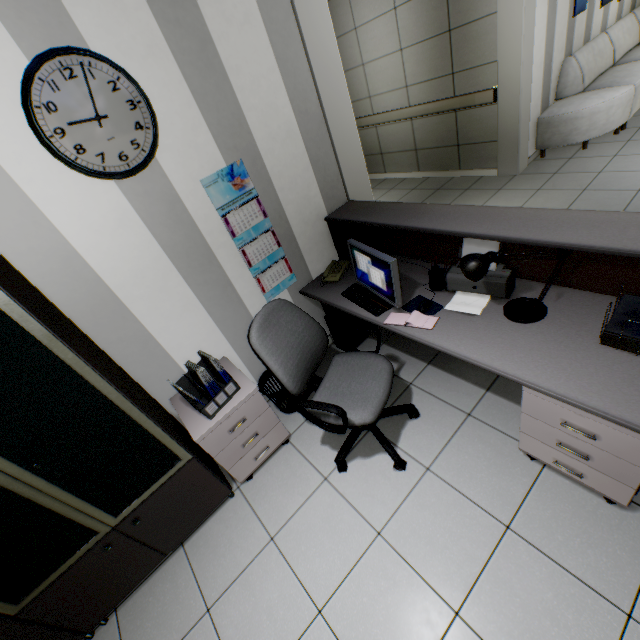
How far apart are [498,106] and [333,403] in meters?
4.9 m

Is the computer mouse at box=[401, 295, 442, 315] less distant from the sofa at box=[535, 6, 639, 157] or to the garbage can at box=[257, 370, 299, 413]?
the garbage can at box=[257, 370, 299, 413]

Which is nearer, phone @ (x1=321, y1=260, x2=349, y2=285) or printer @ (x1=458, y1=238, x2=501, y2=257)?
printer @ (x1=458, y1=238, x2=501, y2=257)

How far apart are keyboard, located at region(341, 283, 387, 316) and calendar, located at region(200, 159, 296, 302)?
0.5m

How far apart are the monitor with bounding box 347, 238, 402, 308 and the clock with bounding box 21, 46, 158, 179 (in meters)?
1.30

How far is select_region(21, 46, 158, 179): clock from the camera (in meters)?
1.50

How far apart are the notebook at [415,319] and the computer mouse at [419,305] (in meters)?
0.03

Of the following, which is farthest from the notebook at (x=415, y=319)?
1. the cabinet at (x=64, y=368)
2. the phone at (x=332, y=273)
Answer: the cabinet at (x=64, y=368)
